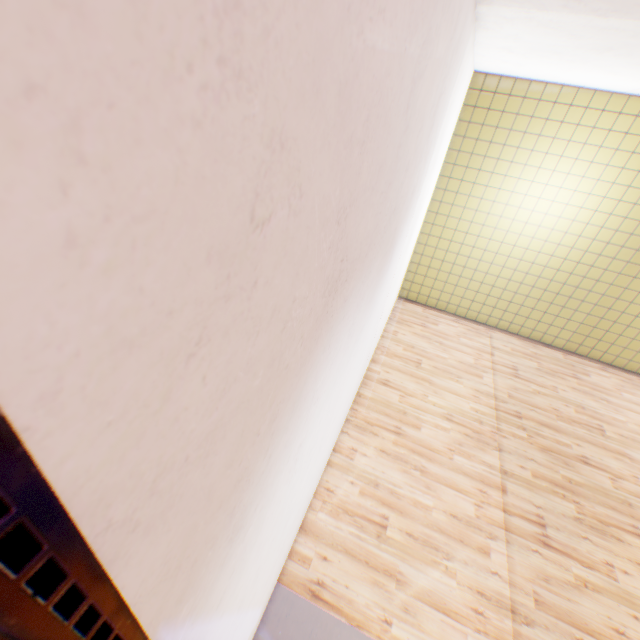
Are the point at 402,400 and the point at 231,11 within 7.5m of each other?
yes
